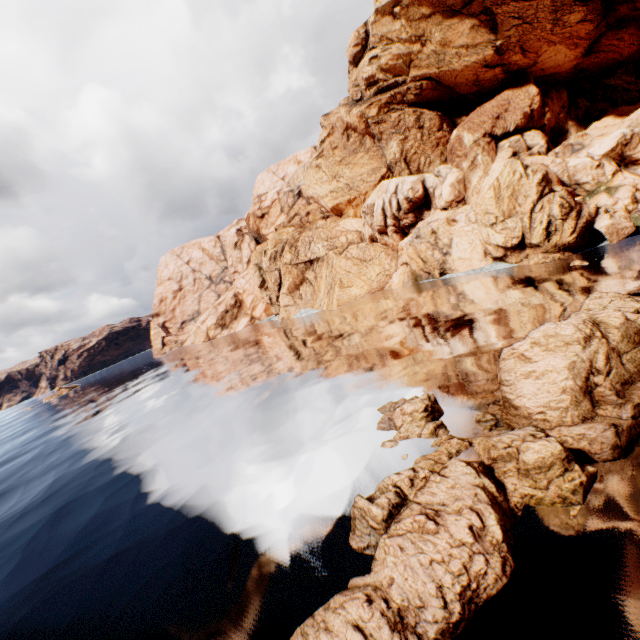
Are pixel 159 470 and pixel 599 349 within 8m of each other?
no

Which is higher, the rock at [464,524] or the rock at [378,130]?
the rock at [378,130]

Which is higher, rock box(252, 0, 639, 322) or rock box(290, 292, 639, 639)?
rock box(252, 0, 639, 322)

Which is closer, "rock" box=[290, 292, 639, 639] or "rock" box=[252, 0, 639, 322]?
"rock" box=[290, 292, 639, 639]

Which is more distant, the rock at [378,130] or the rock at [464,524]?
the rock at [378,130]
